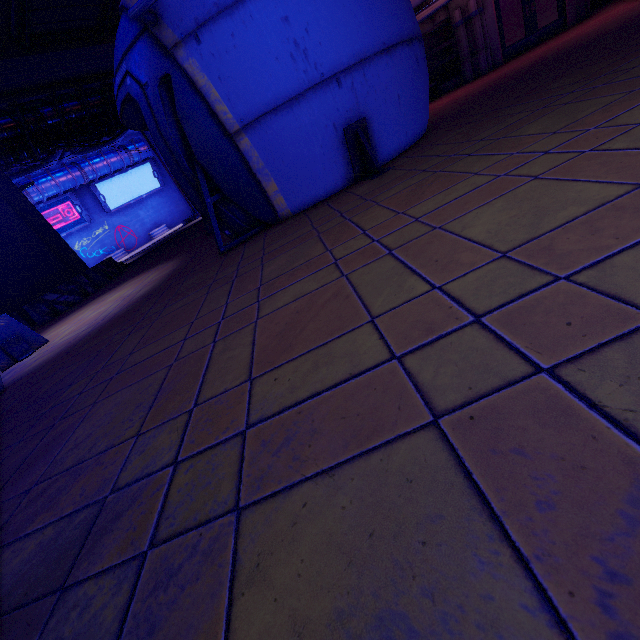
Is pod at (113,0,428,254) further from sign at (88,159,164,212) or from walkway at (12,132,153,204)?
sign at (88,159,164,212)

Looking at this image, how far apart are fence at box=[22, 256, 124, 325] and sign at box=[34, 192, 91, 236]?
22.2 meters

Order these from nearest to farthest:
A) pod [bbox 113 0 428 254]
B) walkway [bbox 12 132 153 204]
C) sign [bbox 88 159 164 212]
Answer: pod [bbox 113 0 428 254] → walkway [bbox 12 132 153 204] → sign [bbox 88 159 164 212]

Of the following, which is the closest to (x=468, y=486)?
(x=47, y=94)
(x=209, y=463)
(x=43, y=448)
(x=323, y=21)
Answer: (x=209, y=463)

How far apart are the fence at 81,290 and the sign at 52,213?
22.2 meters

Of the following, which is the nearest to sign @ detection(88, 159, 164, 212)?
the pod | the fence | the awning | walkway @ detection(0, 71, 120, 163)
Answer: walkway @ detection(0, 71, 120, 163)

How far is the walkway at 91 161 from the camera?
27.5m

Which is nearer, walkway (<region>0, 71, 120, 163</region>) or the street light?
the street light
